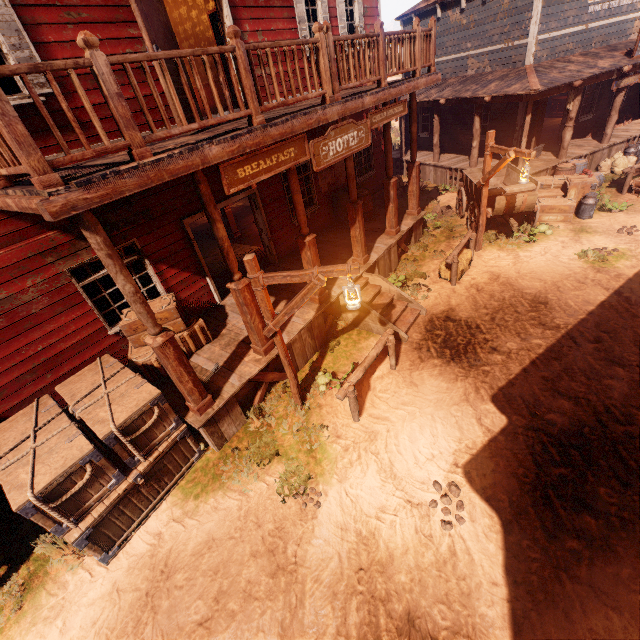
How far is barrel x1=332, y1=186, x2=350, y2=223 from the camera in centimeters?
1112cm

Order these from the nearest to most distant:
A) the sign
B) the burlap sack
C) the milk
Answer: the sign < the milk < the burlap sack

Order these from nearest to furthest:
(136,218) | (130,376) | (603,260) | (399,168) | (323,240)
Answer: (130,376) → (136,218) → (603,260) → (323,240) → (399,168)

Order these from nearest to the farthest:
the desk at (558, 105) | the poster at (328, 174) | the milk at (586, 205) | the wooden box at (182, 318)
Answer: the wooden box at (182, 318)
the milk at (586, 205)
the poster at (328, 174)
the desk at (558, 105)

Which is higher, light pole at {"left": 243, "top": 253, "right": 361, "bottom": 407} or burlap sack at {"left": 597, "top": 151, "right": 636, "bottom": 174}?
light pole at {"left": 243, "top": 253, "right": 361, "bottom": 407}

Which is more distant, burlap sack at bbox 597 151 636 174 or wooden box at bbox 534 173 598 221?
burlap sack at bbox 597 151 636 174

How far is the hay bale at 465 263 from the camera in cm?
897

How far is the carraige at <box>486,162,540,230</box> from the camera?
9.5 meters
